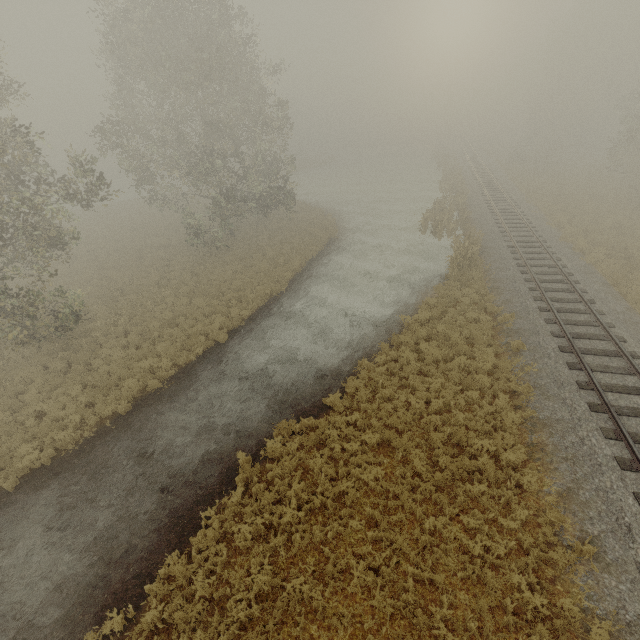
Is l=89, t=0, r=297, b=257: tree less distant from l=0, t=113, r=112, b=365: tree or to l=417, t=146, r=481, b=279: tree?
l=417, t=146, r=481, b=279: tree

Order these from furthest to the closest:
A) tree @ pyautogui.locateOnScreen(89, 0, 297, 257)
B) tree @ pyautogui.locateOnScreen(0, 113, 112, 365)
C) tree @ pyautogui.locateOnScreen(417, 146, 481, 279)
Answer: tree @ pyautogui.locateOnScreen(417, 146, 481, 279), tree @ pyautogui.locateOnScreen(89, 0, 297, 257), tree @ pyautogui.locateOnScreen(0, 113, 112, 365)

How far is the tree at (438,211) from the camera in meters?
19.8 m

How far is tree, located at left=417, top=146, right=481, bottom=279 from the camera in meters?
19.8 m

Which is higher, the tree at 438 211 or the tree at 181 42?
the tree at 181 42

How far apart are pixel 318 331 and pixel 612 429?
11.6m

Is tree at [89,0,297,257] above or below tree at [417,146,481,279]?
above
